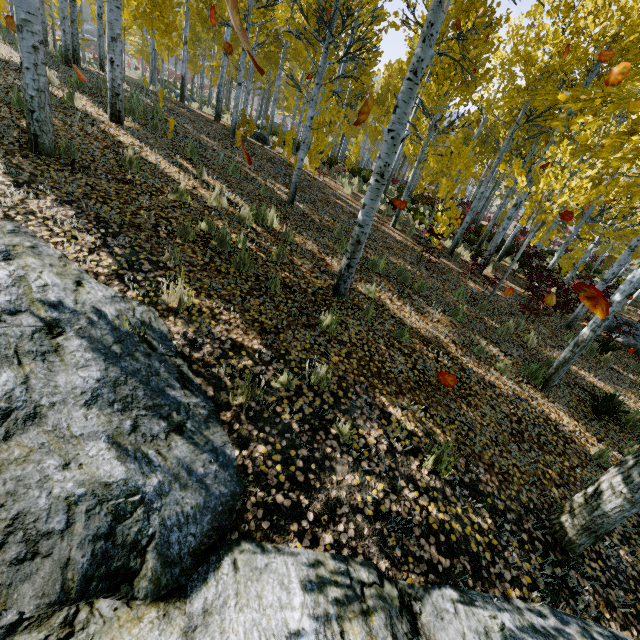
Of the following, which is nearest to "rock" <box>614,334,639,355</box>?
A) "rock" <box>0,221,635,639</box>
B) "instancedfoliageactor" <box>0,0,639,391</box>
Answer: "instancedfoliageactor" <box>0,0,639,391</box>

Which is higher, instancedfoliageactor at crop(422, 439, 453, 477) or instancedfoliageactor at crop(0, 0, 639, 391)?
instancedfoliageactor at crop(0, 0, 639, 391)

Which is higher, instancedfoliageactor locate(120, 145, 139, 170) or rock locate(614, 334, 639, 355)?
instancedfoliageactor locate(120, 145, 139, 170)

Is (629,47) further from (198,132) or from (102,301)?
(102,301)

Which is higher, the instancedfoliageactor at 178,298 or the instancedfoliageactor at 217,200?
the instancedfoliageactor at 217,200

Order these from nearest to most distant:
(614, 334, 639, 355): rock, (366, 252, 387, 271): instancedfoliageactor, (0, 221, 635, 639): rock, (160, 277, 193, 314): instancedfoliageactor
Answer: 1. (0, 221, 635, 639): rock
2. (160, 277, 193, 314): instancedfoliageactor
3. (366, 252, 387, 271): instancedfoliageactor
4. (614, 334, 639, 355): rock

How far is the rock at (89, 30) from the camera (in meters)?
45.44

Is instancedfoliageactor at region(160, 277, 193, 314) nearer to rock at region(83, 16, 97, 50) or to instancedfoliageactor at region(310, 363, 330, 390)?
instancedfoliageactor at region(310, 363, 330, 390)
